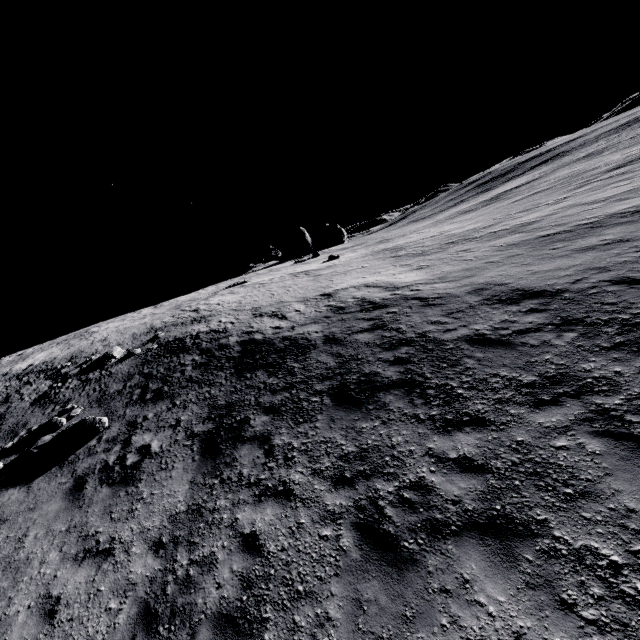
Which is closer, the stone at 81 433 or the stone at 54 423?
the stone at 81 433

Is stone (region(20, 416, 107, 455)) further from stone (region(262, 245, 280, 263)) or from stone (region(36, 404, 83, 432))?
stone (region(262, 245, 280, 263))

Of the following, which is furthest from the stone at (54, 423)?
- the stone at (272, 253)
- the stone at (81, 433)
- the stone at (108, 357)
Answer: the stone at (272, 253)

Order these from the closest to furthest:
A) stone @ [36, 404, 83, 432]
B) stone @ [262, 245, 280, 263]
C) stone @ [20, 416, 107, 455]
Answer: stone @ [20, 416, 107, 455]
stone @ [36, 404, 83, 432]
stone @ [262, 245, 280, 263]

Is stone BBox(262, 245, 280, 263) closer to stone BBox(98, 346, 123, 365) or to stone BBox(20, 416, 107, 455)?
stone BBox(98, 346, 123, 365)

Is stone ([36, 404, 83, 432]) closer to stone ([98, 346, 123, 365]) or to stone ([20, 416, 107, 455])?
stone ([20, 416, 107, 455])

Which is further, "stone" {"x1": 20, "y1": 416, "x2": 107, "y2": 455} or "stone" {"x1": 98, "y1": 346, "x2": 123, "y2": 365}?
"stone" {"x1": 98, "y1": 346, "x2": 123, "y2": 365}

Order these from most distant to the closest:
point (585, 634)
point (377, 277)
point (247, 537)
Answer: point (377, 277) < point (247, 537) < point (585, 634)
